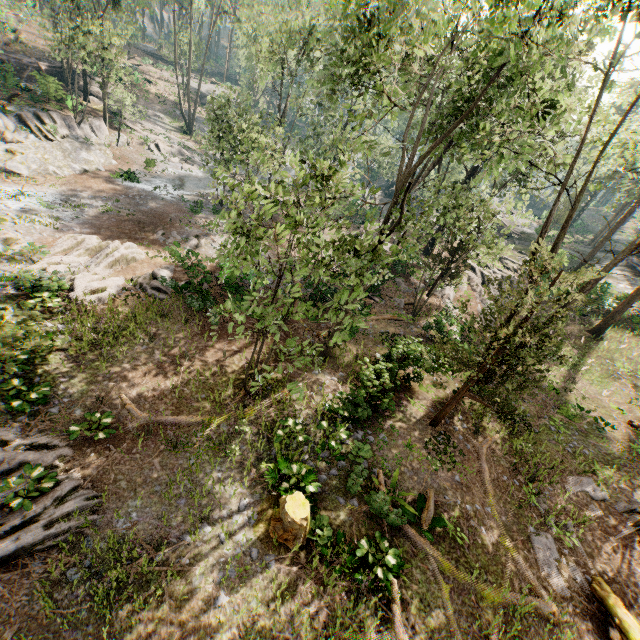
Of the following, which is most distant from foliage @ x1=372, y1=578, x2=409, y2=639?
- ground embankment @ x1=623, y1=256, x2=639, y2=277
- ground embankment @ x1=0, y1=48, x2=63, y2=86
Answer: ground embankment @ x1=623, y1=256, x2=639, y2=277

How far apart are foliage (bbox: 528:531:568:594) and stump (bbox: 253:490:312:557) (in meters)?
7.92

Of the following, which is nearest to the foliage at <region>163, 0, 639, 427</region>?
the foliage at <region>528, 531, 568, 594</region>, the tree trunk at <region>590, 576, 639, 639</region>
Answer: the tree trunk at <region>590, 576, 639, 639</region>

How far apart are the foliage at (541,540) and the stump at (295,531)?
7.92m

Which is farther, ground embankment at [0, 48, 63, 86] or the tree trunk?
ground embankment at [0, 48, 63, 86]

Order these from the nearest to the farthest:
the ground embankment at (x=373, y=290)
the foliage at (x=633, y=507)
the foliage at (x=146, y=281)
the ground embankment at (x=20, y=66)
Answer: the foliage at (x=633, y=507) → the foliage at (x=146, y=281) → the ground embankment at (x=373, y=290) → the ground embankment at (x=20, y=66)

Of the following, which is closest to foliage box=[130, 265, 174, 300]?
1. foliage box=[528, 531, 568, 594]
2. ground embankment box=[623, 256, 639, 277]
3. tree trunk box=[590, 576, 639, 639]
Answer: ground embankment box=[623, 256, 639, 277]

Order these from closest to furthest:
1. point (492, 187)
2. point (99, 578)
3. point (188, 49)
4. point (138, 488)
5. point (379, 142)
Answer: point (99, 578), point (138, 488), point (492, 187), point (188, 49), point (379, 142)
